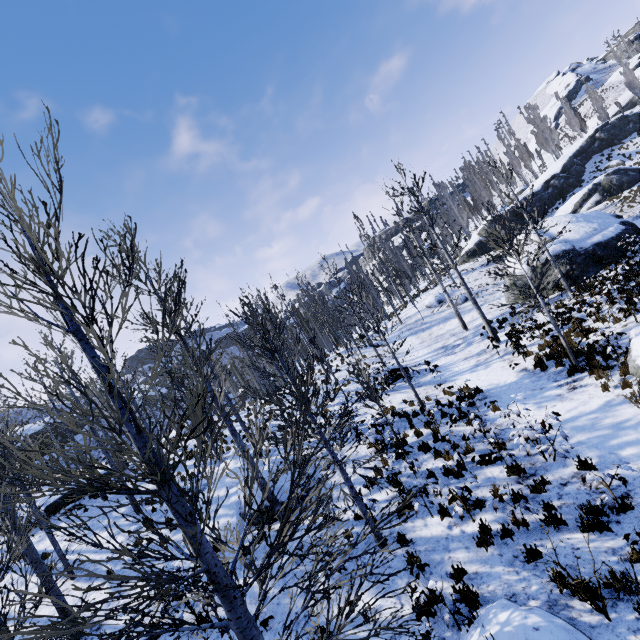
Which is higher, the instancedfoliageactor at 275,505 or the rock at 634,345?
the instancedfoliageactor at 275,505

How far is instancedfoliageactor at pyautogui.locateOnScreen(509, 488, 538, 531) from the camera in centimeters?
606cm

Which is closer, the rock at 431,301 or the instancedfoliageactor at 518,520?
the instancedfoliageactor at 518,520

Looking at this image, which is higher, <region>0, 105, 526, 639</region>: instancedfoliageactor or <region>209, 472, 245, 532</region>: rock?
<region>0, 105, 526, 639</region>: instancedfoliageactor

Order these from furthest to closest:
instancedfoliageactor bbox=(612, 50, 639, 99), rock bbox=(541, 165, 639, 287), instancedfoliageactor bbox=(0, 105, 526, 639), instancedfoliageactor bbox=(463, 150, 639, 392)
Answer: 1. instancedfoliageactor bbox=(612, 50, 639, 99)
2. rock bbox=(541, 165, 639, 287)
3. instancedfoliageactor bbox=(463, 150, 639, 392)
4. instancedfoliageactor bbox=(0, 105, 526, 639)

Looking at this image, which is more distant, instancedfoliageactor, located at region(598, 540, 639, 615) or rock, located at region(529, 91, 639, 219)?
rock, located at region(529, 91, 639, 219)

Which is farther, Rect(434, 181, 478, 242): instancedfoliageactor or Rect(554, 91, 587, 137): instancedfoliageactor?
Rect(434, 181, 478, 242): instancedfoliageactor

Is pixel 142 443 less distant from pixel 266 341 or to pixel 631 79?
pixel 266 341
